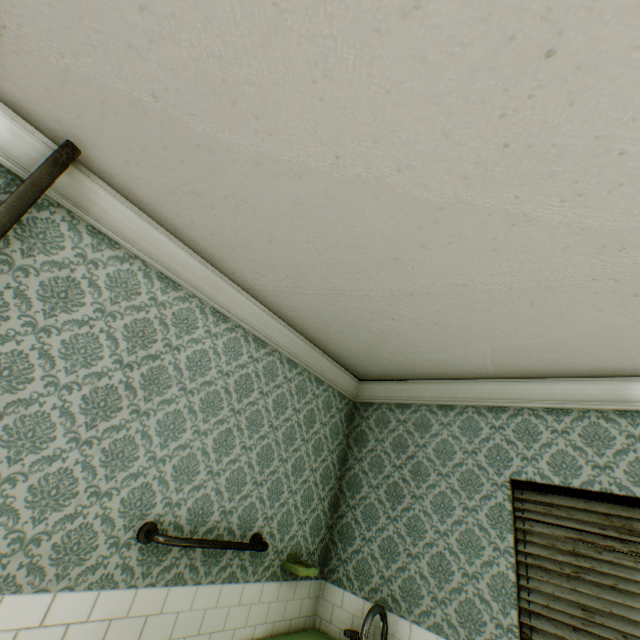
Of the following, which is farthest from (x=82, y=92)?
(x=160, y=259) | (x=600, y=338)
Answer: (x=600, y=338)

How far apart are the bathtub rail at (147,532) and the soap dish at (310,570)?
0.3m

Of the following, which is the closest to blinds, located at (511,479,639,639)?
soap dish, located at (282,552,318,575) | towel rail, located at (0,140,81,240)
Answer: soap dish, located at (282,552,318,575)

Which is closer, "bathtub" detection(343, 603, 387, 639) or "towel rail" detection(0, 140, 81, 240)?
"towel rail" detection(0, 140, 81, 240)

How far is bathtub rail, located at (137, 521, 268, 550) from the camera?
1.9m

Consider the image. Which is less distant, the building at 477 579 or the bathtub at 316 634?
the building at 477 579

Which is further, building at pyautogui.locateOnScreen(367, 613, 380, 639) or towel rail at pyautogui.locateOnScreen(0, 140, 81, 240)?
building at pyautogui.locateOnScreen(367, 613, 380, 639)

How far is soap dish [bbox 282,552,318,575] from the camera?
2.6m
